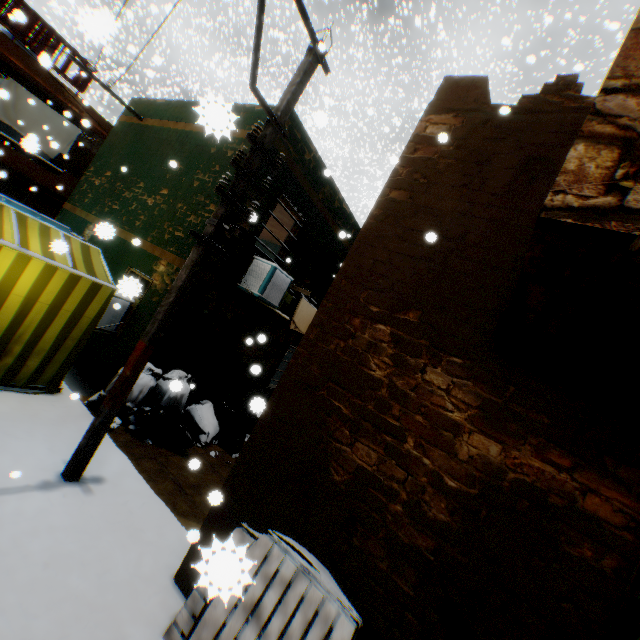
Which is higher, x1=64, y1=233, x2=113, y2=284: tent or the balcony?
the balcony

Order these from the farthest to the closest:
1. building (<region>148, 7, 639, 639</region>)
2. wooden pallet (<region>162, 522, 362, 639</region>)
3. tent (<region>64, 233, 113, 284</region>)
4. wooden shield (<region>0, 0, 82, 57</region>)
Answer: wooden shield (<region>0, 0, 82, 57</region>) < tent (<region>64, 233, 113, 284</region>) < building (<region>148, 7, 639, 639</region>) < wooden pallet (<region>162, 522, 362, 639</region>)

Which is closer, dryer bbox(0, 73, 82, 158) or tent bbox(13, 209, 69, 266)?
tent bbox(13, 209, 69, 266)

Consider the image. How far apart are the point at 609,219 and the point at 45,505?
5.08m

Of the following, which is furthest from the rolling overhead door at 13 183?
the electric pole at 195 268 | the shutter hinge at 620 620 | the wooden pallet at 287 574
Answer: the shutter hinge at 620 620

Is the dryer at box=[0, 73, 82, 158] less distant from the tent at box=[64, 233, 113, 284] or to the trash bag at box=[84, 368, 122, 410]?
the tent at box=[64, 233, 113, 284]

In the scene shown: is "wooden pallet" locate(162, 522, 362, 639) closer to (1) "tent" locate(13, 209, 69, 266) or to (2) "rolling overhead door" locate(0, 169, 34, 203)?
(1) "tent" locate(13, 209, 69, 266)

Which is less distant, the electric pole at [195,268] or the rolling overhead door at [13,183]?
the electric pole at [195,268]
